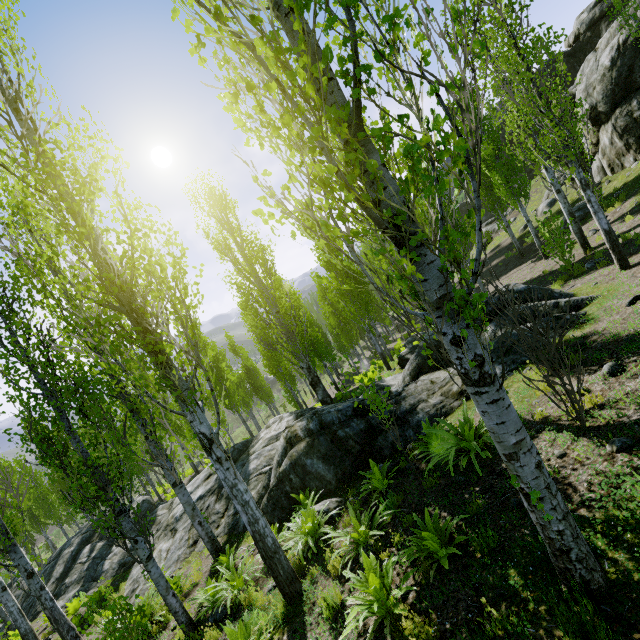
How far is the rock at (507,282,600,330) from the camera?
8.4m

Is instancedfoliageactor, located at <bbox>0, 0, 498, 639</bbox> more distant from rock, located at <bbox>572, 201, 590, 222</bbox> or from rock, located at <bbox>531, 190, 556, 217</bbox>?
rock, located at <bbox>531, 190, 556, 217</bbox>

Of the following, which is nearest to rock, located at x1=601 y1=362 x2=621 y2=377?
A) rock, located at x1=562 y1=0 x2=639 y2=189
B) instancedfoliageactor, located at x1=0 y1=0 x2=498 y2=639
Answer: instancedfoliageactor, located at x1=0 y1=0 x2=498 y2=639

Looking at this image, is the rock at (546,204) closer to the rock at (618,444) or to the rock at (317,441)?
the rock at (317,441)

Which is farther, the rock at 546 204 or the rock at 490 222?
the rock at 490 222

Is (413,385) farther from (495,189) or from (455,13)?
(495,189)

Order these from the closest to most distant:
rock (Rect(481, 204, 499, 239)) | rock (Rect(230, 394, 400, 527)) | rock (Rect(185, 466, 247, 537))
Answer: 1. rock (Rect(230, 394, 400, 527))
2. rock (Rect(185, 466, 247, 537))
3. rock (Rect(481, 204, 499, 239))
